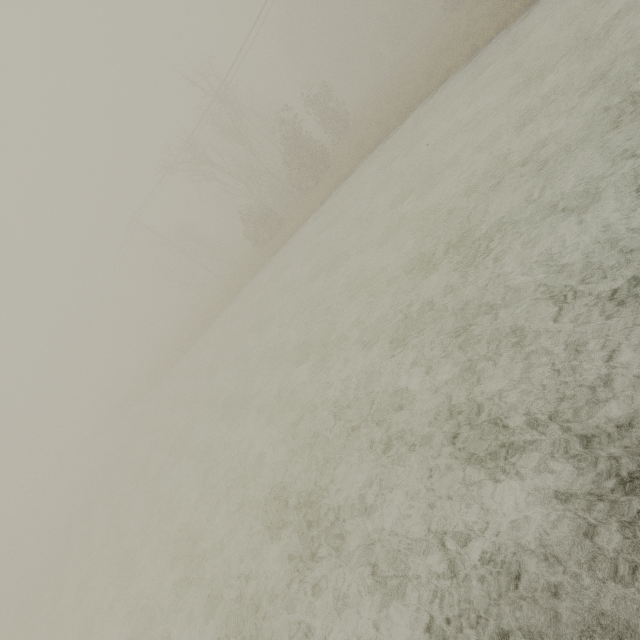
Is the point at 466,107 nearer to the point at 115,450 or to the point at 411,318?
the point at 411,318
